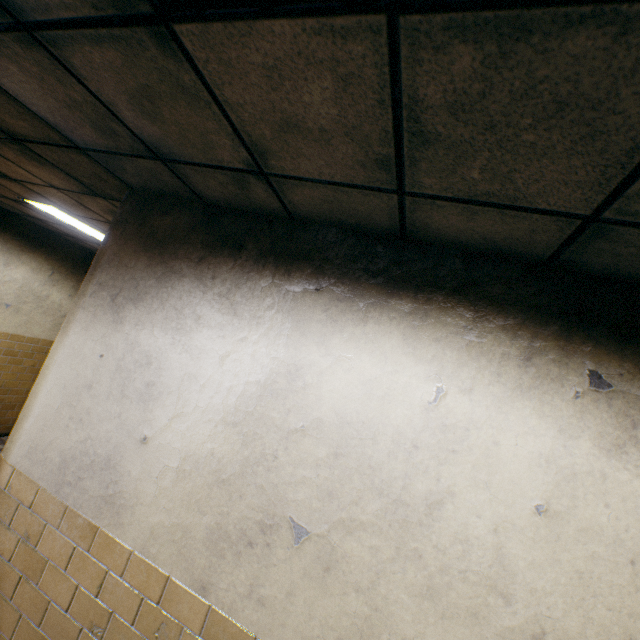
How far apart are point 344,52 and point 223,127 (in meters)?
0.66
